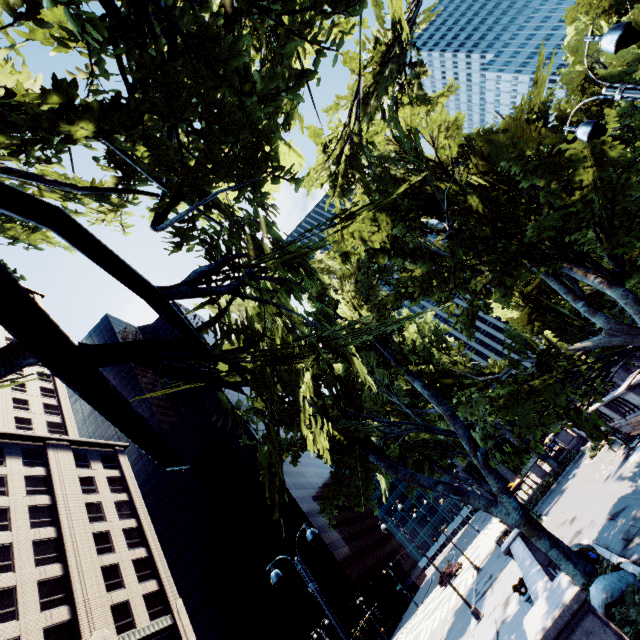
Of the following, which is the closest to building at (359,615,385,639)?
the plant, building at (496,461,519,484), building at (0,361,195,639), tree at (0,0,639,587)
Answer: building at (496,461,519,484)

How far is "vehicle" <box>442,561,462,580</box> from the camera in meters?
42.7 m

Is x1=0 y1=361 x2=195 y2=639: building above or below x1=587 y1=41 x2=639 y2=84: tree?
above

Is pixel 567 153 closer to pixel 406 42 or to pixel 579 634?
pixel 406 42

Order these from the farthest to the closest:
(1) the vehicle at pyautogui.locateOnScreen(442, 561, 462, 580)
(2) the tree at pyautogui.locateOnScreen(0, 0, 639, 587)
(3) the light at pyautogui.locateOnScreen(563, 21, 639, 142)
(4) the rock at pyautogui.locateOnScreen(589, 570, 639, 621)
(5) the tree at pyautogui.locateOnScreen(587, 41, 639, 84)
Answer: (1) the vehicle at pyautogui.locateOnScreen(442, 561, 462, 580), (5) the tree at pyautogui.locateOnScreen(587, 41, 639, 84), (4) the rock at pyautogui.locateOnScreen(589, 570, 639, 621), (3) the light at pyautogui.locateOnScreen(563, 21, 639, 142), (2) the tree at pyautogui.locateOnScreen(0, 0, 639, 587)

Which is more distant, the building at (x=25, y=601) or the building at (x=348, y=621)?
the building at (x=348, y=621)

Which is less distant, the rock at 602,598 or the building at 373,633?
the rock at 602,598

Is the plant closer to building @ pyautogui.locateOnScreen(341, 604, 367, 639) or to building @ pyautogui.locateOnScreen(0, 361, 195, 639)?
building @ pyautogui.locateOnScreen(0, 361, 195, 639)
